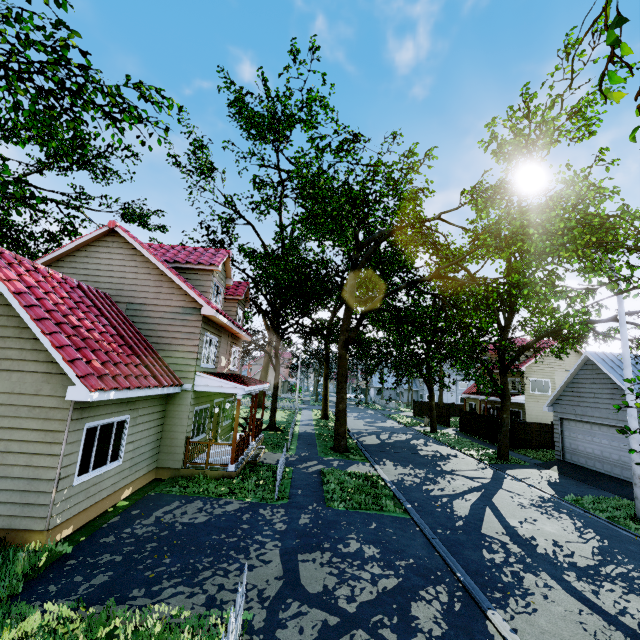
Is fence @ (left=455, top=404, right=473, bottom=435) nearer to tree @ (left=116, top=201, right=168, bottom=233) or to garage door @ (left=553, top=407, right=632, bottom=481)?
tree @ (left=116, top=201, right=168, bottom=233)

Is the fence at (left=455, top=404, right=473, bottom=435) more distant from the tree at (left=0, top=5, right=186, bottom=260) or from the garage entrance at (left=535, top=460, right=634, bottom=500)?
the garage entrance at (left=535, top=460, right=634, bottom=500)

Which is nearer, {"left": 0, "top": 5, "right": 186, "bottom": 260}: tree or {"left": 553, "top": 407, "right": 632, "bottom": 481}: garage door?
{"left": 0, "top": 5, "right": 186, "bottom": 260}: tree

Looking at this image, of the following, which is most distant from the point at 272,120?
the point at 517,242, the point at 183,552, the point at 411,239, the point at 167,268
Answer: the point at 183,552

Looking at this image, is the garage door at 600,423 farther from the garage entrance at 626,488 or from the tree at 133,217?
the tree at 133,217

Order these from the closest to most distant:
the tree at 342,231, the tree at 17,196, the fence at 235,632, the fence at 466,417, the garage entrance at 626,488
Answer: the fence at 235,632, the tree at 17,196, the tree at 342,231, the garage entrance at 626,488, the fence at 466,417
